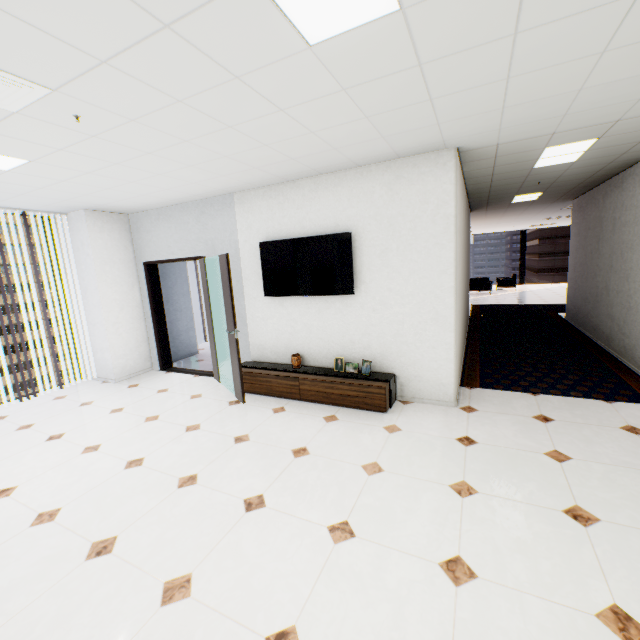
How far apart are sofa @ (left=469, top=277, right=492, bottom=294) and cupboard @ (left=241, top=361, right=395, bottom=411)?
12.44m

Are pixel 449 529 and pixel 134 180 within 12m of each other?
yes

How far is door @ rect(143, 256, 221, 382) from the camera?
5.2m

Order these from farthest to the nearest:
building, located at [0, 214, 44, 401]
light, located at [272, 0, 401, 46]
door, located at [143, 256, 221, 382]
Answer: building, located at [0, 214, 44, 401] < door, located at [143, 256, 221, 382] < light, located at [272, 0, 401, 46]

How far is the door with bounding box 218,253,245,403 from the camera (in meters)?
4.22

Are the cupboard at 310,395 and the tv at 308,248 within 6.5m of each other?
yes

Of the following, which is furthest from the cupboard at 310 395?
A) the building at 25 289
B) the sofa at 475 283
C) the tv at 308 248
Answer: the building at 25 289

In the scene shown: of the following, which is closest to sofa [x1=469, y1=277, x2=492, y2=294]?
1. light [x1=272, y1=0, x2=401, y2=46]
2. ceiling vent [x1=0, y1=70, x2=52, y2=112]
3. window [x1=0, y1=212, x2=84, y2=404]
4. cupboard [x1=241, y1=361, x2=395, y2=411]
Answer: cupboard [x1=241, y1=361, x2=395, y2=411]
